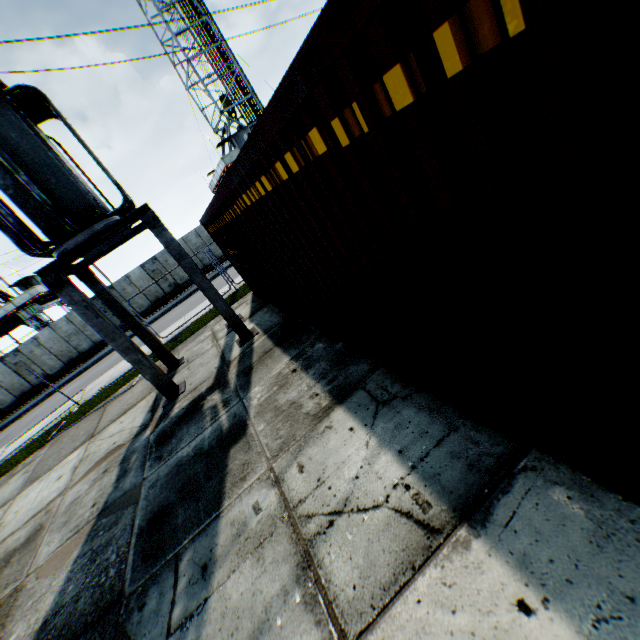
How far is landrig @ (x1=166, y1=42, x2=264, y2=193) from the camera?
28.6 meters

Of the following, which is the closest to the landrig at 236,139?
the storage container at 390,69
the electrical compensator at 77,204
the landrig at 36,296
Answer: the landrig at 36,296

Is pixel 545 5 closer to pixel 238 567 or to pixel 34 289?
pixel 238 567

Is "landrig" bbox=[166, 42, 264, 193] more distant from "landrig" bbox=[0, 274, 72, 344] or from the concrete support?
the concrete support

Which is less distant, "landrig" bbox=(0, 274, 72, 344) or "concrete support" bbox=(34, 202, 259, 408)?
"concrete support" bbox=(34, 202, 259, 408)

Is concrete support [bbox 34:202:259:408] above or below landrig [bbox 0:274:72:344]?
below

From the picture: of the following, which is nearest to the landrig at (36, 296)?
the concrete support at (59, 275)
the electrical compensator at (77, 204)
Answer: the concrete support at (59, 275)

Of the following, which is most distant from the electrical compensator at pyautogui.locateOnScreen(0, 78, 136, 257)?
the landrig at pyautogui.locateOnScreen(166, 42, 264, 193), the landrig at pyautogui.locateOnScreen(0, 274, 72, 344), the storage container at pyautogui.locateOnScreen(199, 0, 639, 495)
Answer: the landrig at pyautogui.locateOnScreen(0, 274, 72, 344)
